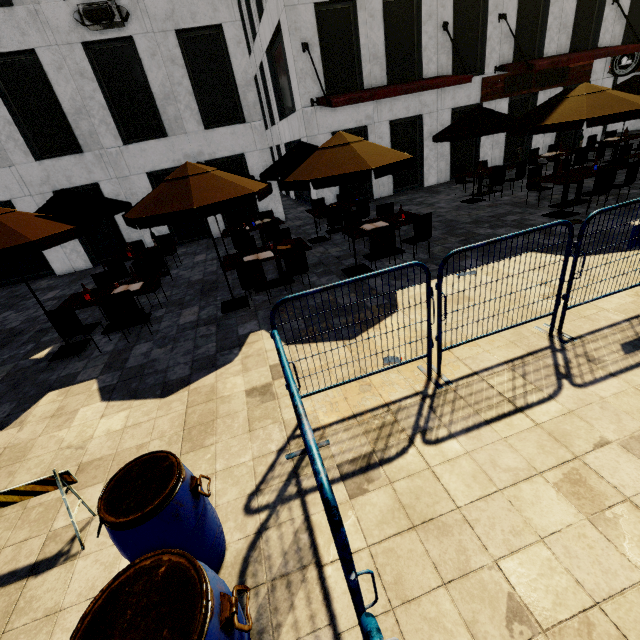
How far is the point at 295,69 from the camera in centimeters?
1199cm

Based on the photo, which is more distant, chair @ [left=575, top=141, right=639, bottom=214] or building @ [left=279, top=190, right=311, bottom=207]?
building @ [left=279, top=190, right=311, bottom=207]

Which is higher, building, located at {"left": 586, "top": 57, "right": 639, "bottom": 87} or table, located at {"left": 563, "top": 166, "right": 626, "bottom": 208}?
building, located at {"left": 586, "top": 57, "right": 639, "bottom": 87}

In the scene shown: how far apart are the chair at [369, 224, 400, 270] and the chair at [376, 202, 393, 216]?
1.38m

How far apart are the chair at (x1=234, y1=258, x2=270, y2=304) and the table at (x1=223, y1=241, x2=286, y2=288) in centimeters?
38cm

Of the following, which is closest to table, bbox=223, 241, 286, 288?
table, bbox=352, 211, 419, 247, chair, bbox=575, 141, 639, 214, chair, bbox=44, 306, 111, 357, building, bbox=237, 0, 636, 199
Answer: table, bbox=352, 211, 419, 247

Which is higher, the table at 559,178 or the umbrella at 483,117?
the umbrella at 483,117

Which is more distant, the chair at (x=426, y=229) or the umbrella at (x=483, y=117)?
the chair at (x=426, y=229)
